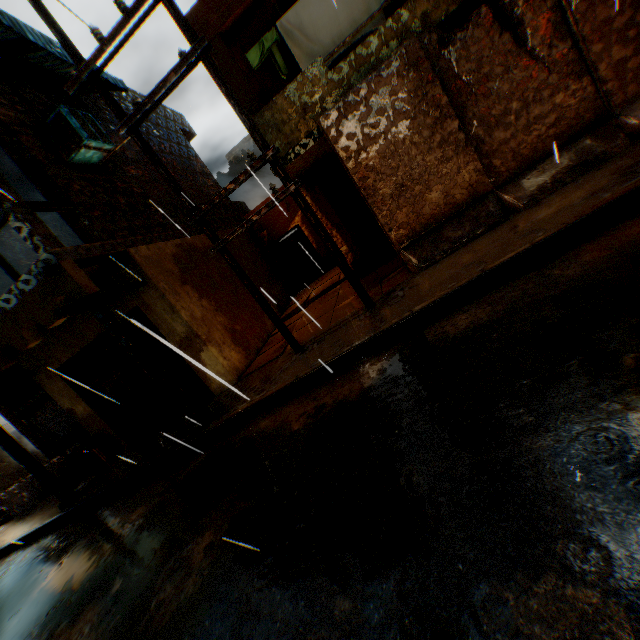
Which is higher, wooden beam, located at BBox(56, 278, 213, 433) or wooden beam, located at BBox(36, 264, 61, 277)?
wooden beam, located at BBox(36, 264, 61, 277)

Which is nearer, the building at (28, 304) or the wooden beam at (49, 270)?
the wooden beam at (49, 270)

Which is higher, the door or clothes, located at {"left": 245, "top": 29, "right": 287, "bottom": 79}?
clothes, located at {"left": 245, "top": 29, "right": 287, "bottom": 79}

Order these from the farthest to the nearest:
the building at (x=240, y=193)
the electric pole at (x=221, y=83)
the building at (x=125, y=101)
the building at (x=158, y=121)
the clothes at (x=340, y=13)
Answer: the building at (x=240, y=193)
the building at (x=158, y=121)
the building at (x=125, y=101)
the clothes at (x=340, y=13)
the electric pole at (x=221, y=83)

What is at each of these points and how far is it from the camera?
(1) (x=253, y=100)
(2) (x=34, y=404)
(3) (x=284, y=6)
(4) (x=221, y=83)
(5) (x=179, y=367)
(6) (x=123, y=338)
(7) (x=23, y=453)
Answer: (1) building, 7.6m
(2) rolling overhead door, 10.9m
(3) window, 7.2m
(4) electric pole, 5.3m
(5) wooden gate, 7.9m
(6) wooden beam, 5.9m
(7) wooden beam, 7.4m

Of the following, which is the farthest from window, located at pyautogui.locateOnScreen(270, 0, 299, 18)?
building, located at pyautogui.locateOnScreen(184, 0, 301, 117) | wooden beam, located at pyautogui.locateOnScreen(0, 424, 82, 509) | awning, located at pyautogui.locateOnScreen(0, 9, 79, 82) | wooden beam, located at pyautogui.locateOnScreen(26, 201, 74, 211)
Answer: wooden beam, located at pyautogui.locateOnScreen(0, 424, 82, 509)

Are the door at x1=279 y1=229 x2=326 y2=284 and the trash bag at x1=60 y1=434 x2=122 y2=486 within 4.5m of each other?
no

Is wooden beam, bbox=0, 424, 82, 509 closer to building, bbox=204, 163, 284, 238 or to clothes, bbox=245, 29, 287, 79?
building, bbox=204, 163, 284, 238
